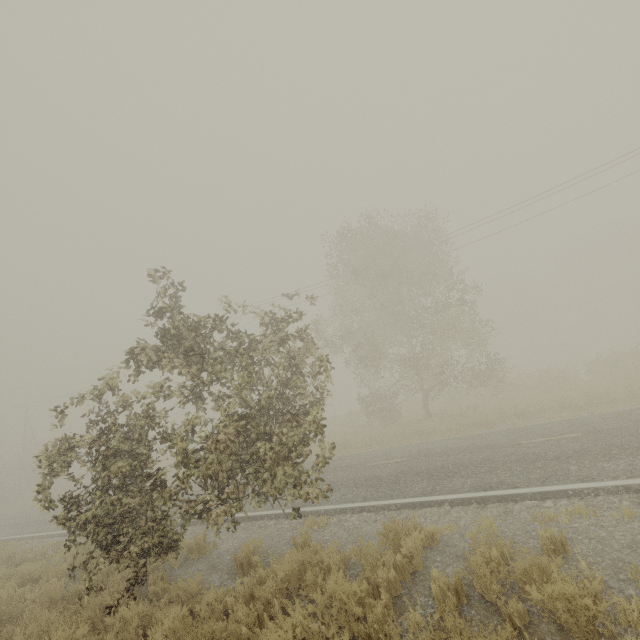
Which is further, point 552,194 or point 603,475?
point 552,194
